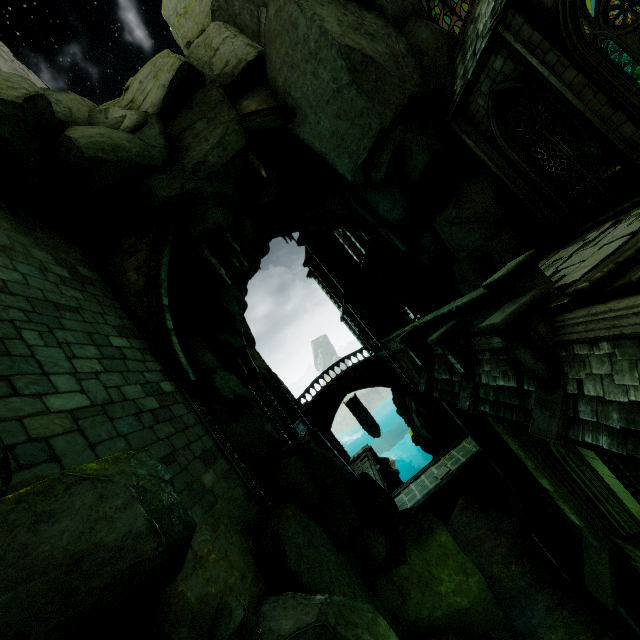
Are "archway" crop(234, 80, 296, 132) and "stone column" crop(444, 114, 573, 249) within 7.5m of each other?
yes

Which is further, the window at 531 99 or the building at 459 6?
the building at 459 6

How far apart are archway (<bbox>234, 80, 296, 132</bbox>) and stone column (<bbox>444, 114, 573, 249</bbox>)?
5.6 meters

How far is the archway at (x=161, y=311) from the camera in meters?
11.5 m

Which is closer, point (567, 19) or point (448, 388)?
point (567, 19)

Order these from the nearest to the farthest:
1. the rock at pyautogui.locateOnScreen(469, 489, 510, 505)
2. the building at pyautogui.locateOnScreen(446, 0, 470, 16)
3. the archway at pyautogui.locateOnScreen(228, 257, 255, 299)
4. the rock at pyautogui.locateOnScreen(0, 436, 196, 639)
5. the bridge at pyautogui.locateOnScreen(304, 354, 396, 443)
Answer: the rock at pyautogui.locateOnScreen(0, 436, 196, 639), the rock at pyautogui.locateOnScreen(469, 489, 510, 505), the archway at pyautogui.locateOnScreen(228, 257, 255, 299), the building at pyautogui.locateOnScreen(446, 0, 470, 16), the bridge at pyautogui.locateOnScreen(304, 354, 396, 443)

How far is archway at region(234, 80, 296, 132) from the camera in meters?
12.6

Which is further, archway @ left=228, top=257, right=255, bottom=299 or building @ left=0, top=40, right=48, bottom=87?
archway @ left=228, top=257, right=255, bottom=299
